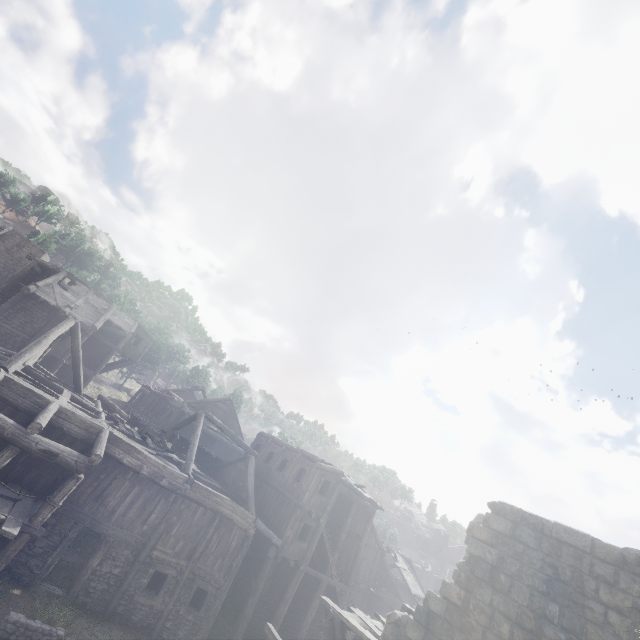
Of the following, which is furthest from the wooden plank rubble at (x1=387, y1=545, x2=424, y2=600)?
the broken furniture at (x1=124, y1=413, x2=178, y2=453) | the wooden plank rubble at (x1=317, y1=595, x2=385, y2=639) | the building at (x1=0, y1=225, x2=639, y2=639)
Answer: the broken furniture at (x1=124, y1=413, x2=178, y2=453)

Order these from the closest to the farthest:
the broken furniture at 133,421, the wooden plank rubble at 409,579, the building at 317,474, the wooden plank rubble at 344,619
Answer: the building at 317,474
the wooden plank rubble at 344,619
the broken furniture at 133,421
the wooden plank rubble at 409,579

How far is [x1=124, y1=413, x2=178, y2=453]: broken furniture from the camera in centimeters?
1811cm

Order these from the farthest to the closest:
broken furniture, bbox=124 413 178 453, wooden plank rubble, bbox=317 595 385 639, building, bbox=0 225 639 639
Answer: broken furniture, bbox=124 413 178 453, wooden plank rubble, bbox=317 595 385 639, building, bbox=0 225 639 639

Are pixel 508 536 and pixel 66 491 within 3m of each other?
no

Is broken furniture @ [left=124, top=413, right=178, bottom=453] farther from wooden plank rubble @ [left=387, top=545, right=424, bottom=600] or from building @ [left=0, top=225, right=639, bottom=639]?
wooden plank rubble @ [left=387, top=545, right=424, bottom=600]

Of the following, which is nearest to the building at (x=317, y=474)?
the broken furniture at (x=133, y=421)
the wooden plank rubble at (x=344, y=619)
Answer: the wooden plank rubble at (x=344, y=619)
